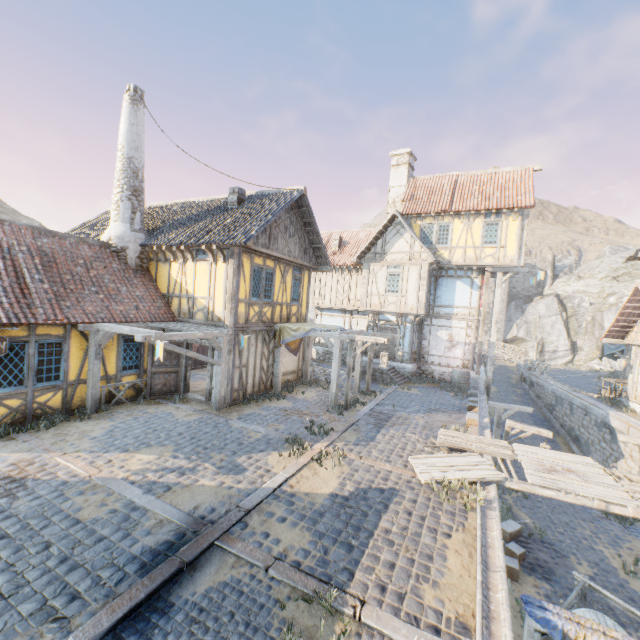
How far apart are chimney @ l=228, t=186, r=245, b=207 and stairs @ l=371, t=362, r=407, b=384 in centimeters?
1076cm

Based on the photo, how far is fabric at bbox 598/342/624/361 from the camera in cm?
2240

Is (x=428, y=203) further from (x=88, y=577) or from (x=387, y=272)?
(x=88, y=577)

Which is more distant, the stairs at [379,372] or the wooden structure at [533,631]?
the stairs at [379,372]

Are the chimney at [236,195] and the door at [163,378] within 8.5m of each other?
yes

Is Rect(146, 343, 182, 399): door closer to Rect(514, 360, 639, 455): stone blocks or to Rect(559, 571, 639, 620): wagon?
Rect(514, 360, 639, 455): stone blocks

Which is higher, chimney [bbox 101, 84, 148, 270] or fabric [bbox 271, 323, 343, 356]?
chimney [bbox 101, 84, 148, 270]

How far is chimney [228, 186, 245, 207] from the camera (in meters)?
13.64
